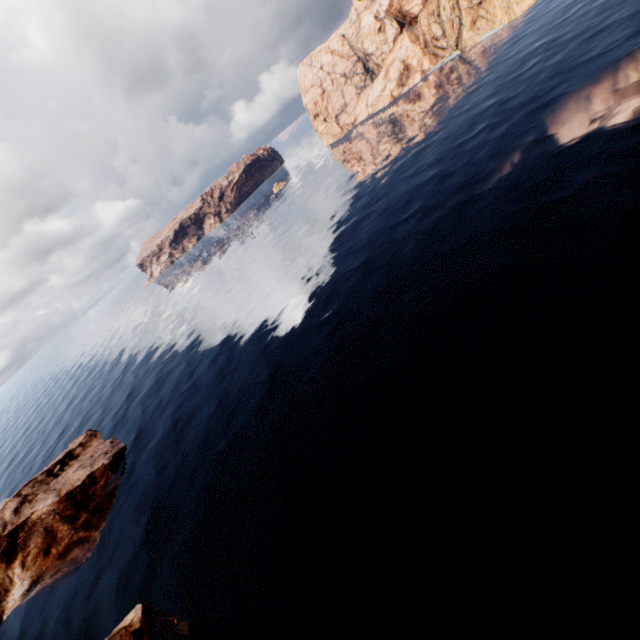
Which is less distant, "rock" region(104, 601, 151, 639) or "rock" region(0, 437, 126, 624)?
"rock" region(104, 601, 151, 639)

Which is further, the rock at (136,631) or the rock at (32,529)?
the rock at (32,529)

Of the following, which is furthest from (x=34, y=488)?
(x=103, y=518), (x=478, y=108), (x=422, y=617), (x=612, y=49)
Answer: (x=612, y=49)
